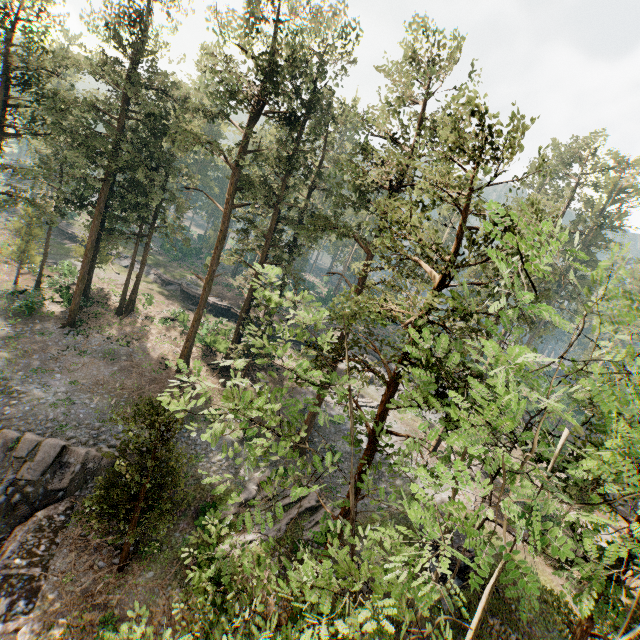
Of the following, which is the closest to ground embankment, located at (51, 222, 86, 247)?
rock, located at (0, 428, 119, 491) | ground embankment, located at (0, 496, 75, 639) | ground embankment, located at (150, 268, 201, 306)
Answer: ground embankment, located at (150, 268, 201, 306)

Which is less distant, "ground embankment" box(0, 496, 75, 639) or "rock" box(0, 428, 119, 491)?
"ground embankment" box(0, 496, 75, 639)

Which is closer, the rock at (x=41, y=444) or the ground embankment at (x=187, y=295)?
the rock at (x=41, y=444)

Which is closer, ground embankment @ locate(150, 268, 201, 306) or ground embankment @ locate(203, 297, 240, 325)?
ground embankment @ locate(203, 297, 240, 325)

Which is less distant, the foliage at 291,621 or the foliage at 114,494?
the foliage at 291,621

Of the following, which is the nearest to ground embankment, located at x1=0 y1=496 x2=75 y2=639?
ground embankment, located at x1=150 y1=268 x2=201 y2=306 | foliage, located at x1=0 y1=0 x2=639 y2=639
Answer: foliage, located at x1=0 y1=0 x2=639 y2=639

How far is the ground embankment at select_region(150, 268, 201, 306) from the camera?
45.5 meters

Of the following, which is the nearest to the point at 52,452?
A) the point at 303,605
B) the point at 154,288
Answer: the point at 303,605
